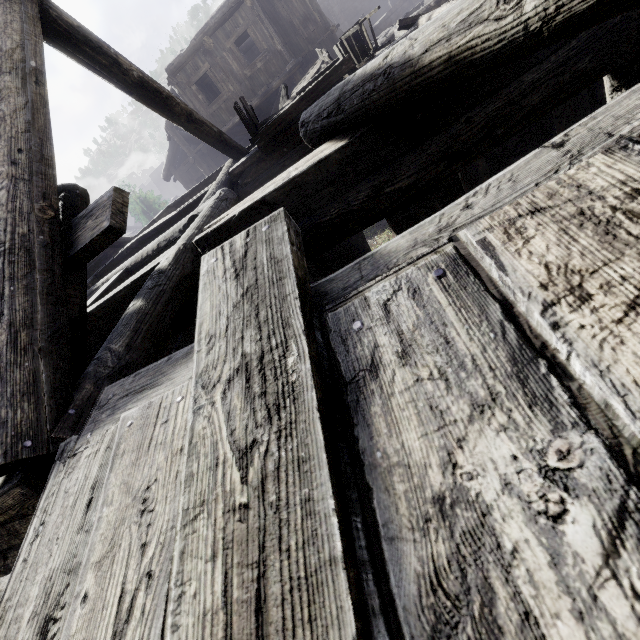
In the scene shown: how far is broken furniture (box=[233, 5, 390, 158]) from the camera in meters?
5.8 m

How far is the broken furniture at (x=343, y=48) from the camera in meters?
A: 5.8

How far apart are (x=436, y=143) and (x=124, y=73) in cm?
488

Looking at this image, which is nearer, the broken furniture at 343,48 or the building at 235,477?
the building at 235,477

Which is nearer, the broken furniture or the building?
the building
